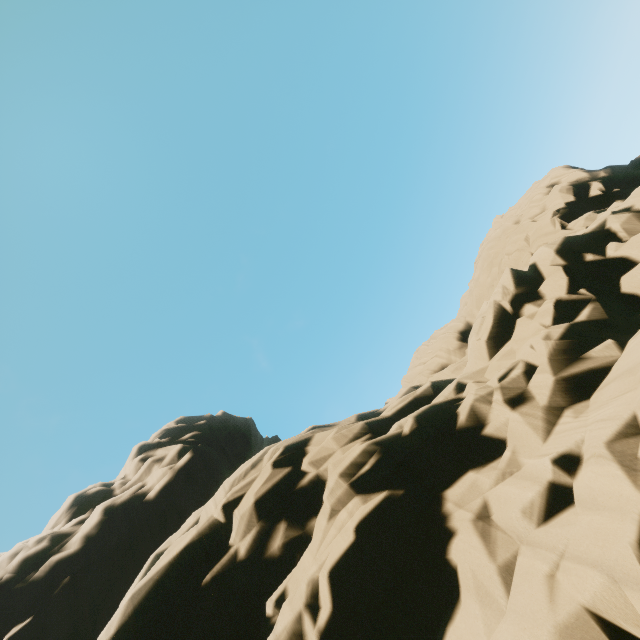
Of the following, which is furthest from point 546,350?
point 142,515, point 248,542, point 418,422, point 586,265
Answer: point 142,515
